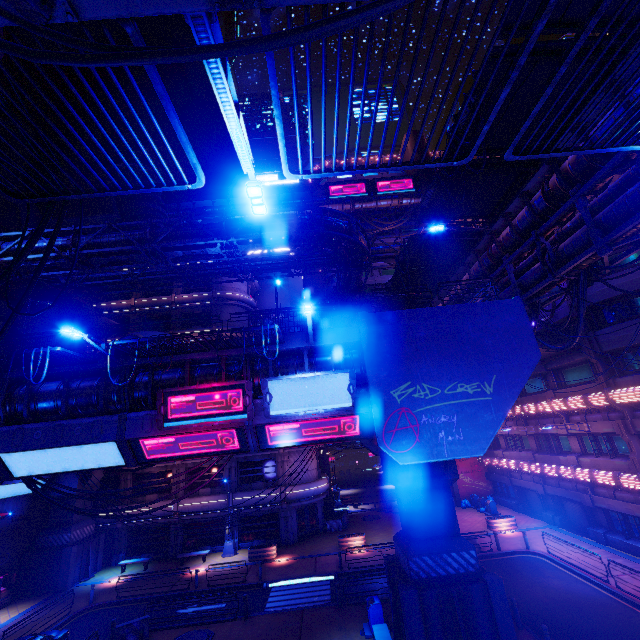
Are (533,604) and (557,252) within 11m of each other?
no

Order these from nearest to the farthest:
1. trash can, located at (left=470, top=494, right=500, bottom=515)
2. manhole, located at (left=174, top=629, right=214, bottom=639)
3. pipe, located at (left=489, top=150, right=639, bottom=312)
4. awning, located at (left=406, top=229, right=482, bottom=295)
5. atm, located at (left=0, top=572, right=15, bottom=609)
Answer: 1. pipe, located at (left=489, top=150, right=639, bottom=312)
2. manhole, located at (left=174, top=629, right=214, bottom=639)
3. awning, located at (left=406, top=229, right=482, bottom=295)
4. atm, located at (left=0, top=572, right=15, bottom=609)
5. trash can, located at (left=470, top=494, right=500, bottom=515)

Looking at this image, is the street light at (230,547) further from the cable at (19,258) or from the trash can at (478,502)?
the cable at (19,258)

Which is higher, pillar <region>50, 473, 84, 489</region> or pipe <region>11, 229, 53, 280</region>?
pipe <region>11, 229, 53, 280</region>

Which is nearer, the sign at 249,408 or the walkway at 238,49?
the walkway at 238,49

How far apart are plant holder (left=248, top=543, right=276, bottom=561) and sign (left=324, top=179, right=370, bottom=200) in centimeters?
4558cm

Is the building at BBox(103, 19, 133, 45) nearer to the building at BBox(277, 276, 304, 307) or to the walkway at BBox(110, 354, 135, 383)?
the building at BBox(277, 276, 304, 307)

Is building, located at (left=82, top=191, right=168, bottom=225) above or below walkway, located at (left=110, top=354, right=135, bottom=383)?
above
